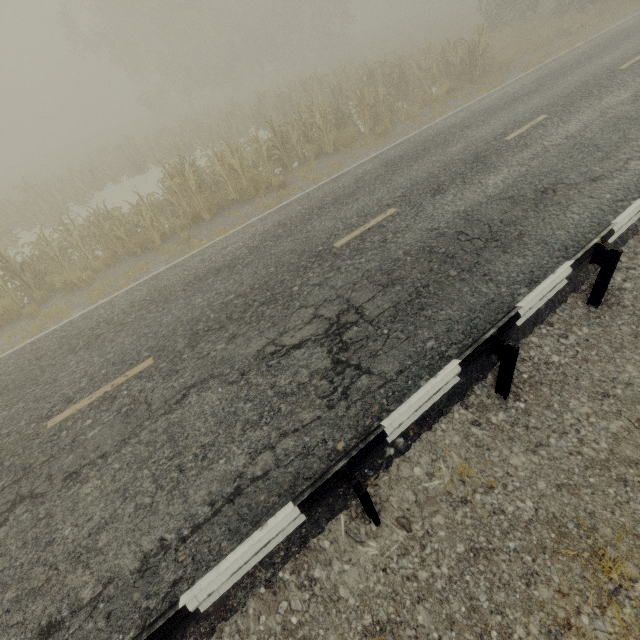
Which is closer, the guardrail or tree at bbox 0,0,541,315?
the guardrail

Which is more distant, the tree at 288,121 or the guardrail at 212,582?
the tree at 288,121

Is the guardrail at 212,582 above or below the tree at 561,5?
below

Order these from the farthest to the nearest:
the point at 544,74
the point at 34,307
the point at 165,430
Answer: the point at 544,74, the point at 34,307, the point at 165,430

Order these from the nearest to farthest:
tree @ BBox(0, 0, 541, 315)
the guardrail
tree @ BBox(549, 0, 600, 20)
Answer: the guardrail → tree @ BBox(0, 0, 541, 315) → tree @ BBox(549, 0, 600, 20)

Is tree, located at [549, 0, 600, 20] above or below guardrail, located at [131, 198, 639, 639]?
above

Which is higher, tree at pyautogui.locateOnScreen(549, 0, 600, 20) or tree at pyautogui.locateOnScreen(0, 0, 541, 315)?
tree at pyautogui.locateOnScreen(549, 0, 600, 20)
